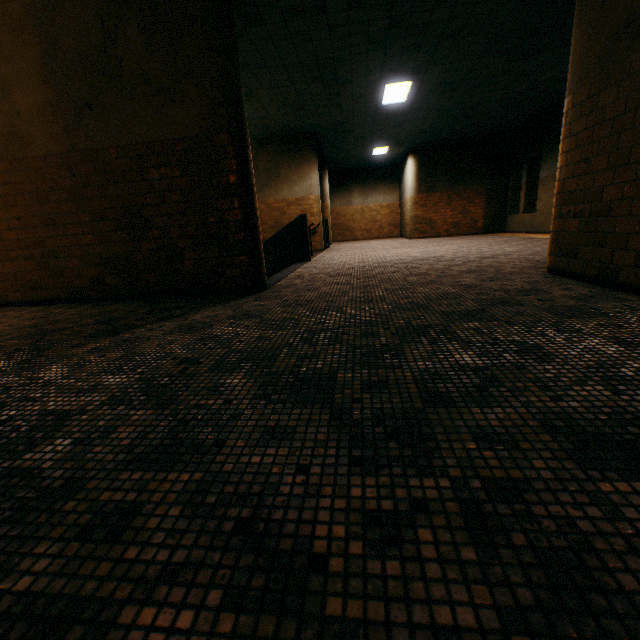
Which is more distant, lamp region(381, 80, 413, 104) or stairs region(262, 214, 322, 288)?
lamp region(381, 80, 413, 104)

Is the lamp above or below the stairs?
above

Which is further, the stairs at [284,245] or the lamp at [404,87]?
the lamp at [404,87]

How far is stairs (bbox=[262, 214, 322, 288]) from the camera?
7.02m

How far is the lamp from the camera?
7.70m

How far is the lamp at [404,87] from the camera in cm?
770

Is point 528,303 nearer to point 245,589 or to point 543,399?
point 543,399
